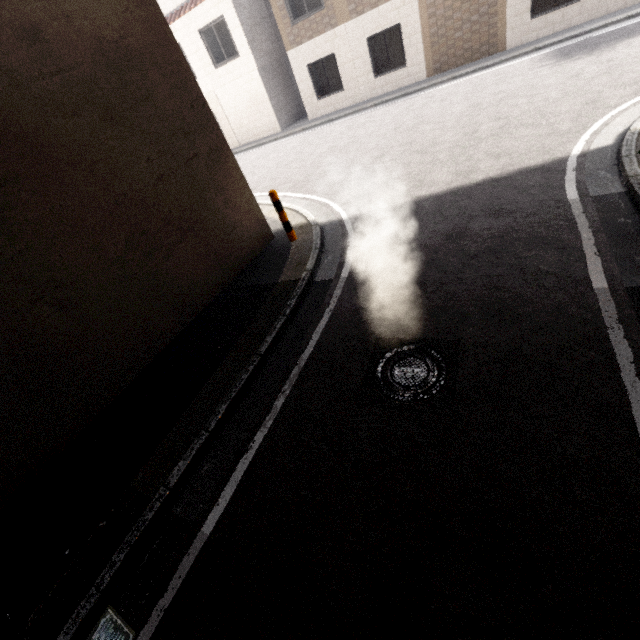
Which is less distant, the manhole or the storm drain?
the storm drain

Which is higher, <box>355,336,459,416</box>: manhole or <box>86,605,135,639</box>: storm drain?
<box>86,605,135,639</box>: storm drain

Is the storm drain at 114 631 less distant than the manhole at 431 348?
Yes

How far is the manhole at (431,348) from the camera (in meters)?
3.18

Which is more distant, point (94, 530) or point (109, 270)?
point (109, 270)

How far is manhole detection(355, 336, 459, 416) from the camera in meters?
3.2
